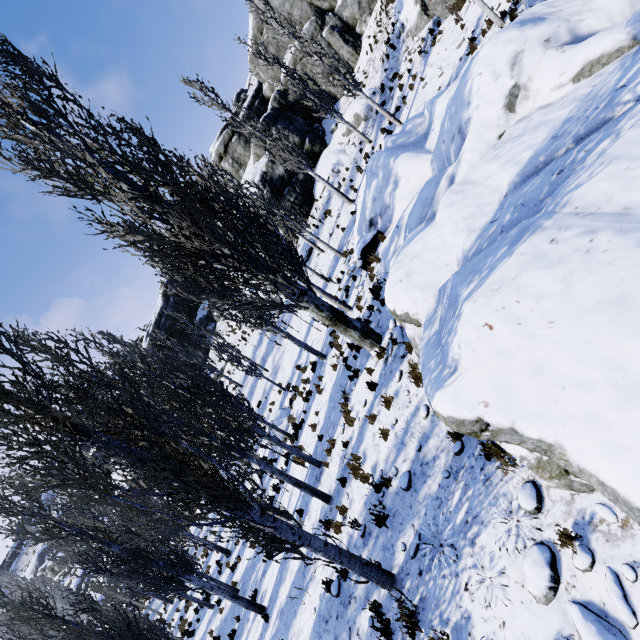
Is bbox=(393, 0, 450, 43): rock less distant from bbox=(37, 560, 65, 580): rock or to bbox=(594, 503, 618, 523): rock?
bbox=(594, 503, 618, 523): rock

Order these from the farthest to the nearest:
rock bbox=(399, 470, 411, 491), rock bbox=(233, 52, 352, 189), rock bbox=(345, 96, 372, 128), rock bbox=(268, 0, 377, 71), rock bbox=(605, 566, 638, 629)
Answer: rock bbox=(233, 52, 352, 189)
rock bbox=(268, 0, 377, 71)
rock bbox=(345, 96, 372, 128)
rock bbox=(399, 470, 411, 491)
rock bbox=(605, 566, 638, 629)

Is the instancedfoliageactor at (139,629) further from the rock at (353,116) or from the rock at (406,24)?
the rock at (406,24)

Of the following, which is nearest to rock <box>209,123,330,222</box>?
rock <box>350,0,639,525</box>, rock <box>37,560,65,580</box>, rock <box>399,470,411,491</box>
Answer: rock <box>350,0,639,525</box>

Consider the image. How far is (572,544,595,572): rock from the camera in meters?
3.3

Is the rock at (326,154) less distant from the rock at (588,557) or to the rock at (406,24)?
the rock at (406,24)

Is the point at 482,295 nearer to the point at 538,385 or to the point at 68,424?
the point at 538,385

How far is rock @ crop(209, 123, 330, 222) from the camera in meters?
27.4
